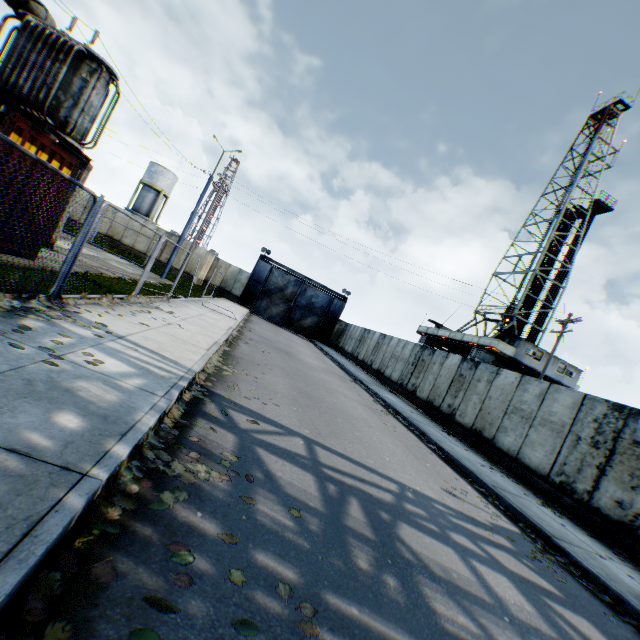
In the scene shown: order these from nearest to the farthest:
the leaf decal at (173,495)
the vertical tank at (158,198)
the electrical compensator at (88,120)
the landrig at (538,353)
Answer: the leaf decal at (173,495) < the electrical compensator at (88,120) < the landrig at (538,353) < the vertical tank at (158,198)

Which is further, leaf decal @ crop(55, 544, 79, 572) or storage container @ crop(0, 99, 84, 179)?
storage container @ crop(0, 99, 84, 179)

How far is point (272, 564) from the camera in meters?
2.7 m

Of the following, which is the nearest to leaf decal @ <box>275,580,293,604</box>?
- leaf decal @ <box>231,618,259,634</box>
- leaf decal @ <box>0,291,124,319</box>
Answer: leaf decal @ <box>231,618,259,634</box>

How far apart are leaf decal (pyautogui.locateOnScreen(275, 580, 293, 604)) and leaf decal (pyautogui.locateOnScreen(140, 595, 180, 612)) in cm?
77

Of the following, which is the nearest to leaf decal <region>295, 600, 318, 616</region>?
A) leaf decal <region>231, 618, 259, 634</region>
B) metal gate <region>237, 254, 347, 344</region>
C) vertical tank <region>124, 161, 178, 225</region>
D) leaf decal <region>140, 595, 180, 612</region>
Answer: leaf decal <region>231, 618, 259, 634</region>

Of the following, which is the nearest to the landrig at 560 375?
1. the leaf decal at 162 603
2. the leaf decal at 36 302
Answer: the leaf decal at 36 302

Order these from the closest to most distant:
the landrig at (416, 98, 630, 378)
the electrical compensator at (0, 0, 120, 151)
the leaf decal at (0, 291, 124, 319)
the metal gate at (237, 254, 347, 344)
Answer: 1. the leaf decal at (0, 291, 124, 319)
2. the electrical compensator at (0, 0, 120, 151)
3. the landrig at (416, 98, 630, 378)
4. the metal gate at (237, 254, 347, 344)
